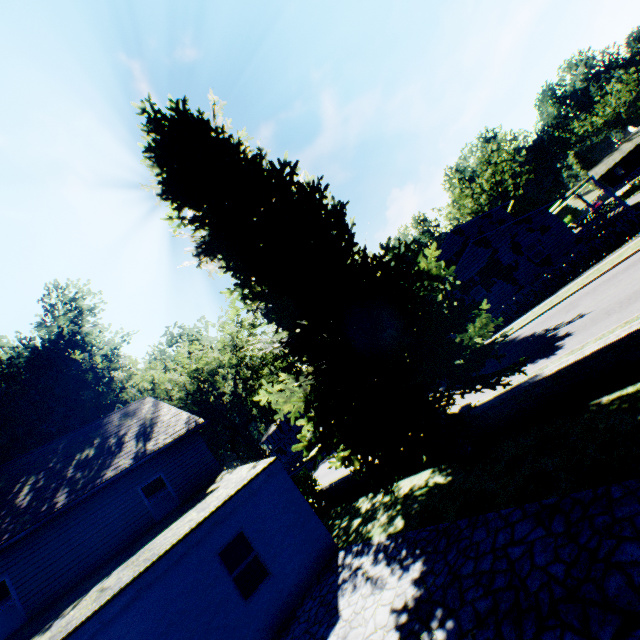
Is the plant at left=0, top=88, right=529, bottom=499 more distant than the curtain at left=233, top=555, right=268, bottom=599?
No

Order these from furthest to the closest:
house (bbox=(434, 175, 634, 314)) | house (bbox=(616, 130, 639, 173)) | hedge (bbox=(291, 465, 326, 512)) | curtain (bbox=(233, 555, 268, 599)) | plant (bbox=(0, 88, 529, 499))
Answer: house (bbox=(616, 130, 639, 173)), house (bbox=(434, 175, 634, 314)), hedge (bbox=(291, 465, 326, 512)), curtain (bbox=(233, 555, 268, 599)), plant (bbox=(0, 88, 529, 499))

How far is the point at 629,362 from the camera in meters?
6.8

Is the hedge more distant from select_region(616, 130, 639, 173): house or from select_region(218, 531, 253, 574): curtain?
select_region(616, 130, 639, 173): house

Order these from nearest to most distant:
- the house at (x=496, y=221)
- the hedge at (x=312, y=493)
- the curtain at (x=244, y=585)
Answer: the curtain at (x=244, y=585)
the hedge at (x=312, y=493)
the house at (x=496, y=221)

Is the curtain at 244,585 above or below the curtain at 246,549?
below

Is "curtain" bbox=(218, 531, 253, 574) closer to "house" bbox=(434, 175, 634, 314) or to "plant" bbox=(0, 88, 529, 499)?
"plant" bbox=(0, 88, 529, 499)

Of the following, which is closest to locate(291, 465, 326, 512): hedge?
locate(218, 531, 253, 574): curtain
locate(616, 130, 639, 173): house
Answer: locate(218, 531, 253, 574): curtain
